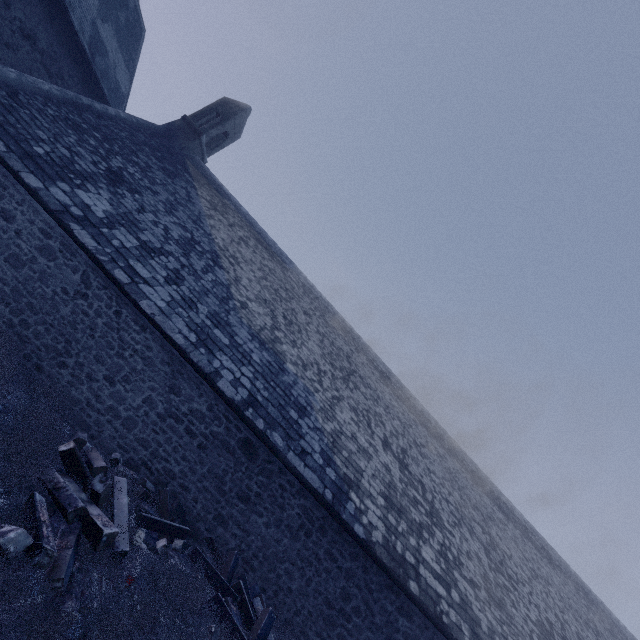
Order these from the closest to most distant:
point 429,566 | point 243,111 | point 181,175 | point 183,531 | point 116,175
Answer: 1. point 183,531
2. point 429,566
3. point 116,175
4. point 181,175
5. point 243,111

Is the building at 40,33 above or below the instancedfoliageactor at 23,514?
above

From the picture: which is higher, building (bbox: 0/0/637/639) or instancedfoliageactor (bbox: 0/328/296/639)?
building (bbox: 0/0/637/639)

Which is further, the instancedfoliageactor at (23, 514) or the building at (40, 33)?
the building at (40, 33)

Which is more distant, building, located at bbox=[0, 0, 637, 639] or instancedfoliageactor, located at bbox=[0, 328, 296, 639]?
building, located at bbox=[0, 0, 637, 639]
